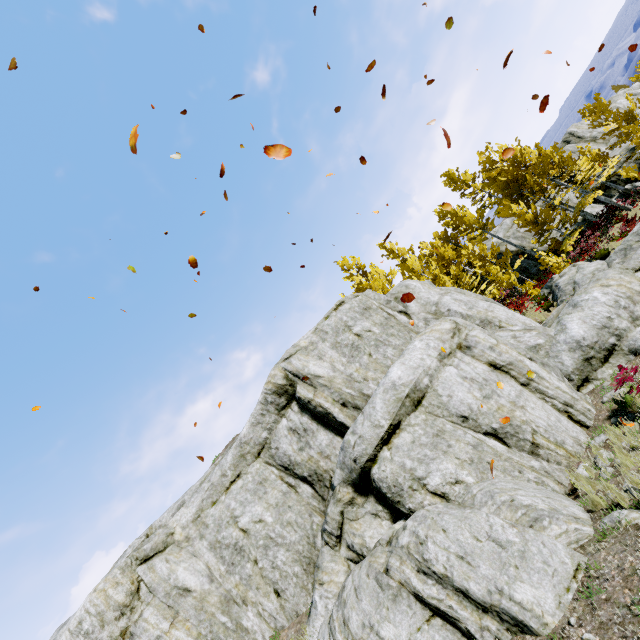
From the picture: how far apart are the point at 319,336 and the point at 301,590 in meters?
7.3

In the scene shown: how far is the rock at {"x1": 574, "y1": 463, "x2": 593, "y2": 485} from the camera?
6.6m

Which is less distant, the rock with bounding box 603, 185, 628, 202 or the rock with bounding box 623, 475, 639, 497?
the rock with bounding box 623, 475, 639, 497

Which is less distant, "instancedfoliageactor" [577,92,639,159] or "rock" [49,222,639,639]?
"rock" [49,222,639,639]

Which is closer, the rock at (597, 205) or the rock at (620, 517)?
the rock at (620, 517)
